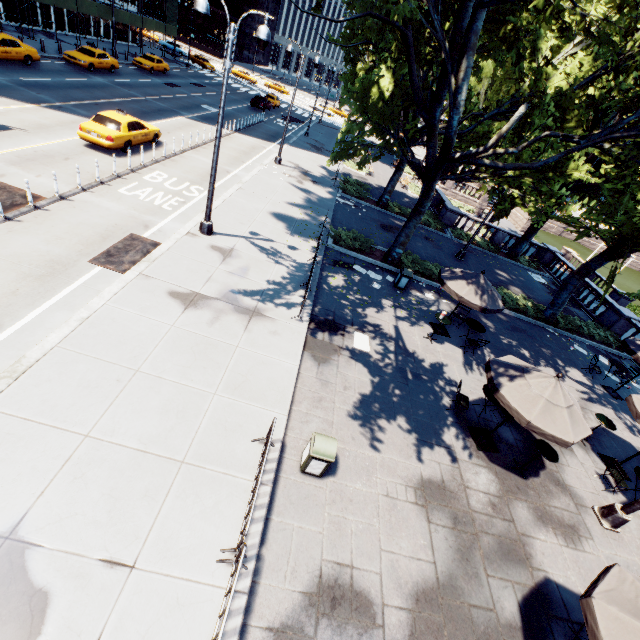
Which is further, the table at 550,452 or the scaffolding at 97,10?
the scaffolding at 97,10

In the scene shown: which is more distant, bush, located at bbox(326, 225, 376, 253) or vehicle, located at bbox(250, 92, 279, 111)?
vehicle, located at bbox(250, 92, 279, 111)

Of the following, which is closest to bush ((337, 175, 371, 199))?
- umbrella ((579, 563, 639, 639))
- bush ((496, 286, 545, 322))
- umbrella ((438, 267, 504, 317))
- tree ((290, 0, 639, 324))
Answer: tree ((290, 0, 639, 324))

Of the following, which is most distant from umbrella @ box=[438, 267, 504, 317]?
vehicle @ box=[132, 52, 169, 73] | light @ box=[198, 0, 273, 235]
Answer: vehicle @ box=[132, 52, 169, 73]

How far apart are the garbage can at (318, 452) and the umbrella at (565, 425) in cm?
430

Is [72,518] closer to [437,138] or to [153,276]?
[153,276]

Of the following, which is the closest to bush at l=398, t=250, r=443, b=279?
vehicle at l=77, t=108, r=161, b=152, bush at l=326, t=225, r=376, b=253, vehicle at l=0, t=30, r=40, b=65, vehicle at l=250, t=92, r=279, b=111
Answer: bush at l=326, t=225, r=376, b=253

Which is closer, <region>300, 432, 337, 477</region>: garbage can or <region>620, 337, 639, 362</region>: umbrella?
<region>300, 432, 337, 477</region>: garbage can
